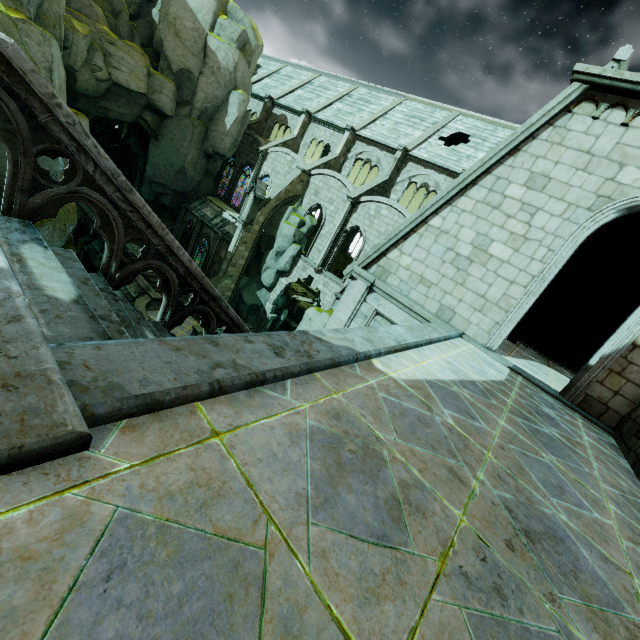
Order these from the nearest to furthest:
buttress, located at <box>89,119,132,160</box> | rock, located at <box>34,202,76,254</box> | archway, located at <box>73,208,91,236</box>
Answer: rock, located at <box>34,202,76,254</box>, archway, located at <box>73,208,91,236</box>, buttress, located at <box>89,119,132,160</box>

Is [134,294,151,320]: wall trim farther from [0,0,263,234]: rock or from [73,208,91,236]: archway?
[73,208,91,236]: archway

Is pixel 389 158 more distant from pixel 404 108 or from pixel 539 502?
pixel 539 502

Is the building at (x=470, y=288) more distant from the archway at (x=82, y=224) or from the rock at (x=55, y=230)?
the archway at (x=82, y=224)

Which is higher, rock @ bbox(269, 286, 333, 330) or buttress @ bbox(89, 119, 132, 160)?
buttress @ bbox(89, 119, 132, 160)

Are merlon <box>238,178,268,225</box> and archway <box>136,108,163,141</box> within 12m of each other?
yes

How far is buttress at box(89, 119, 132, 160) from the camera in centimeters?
3531cm

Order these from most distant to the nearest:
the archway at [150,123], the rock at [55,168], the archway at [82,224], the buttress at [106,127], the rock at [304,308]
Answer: the buttress at [106,127] → the archway at [82,224] → the archway at [150,123] → the rock at [304,308] → the rock at [55,168]
